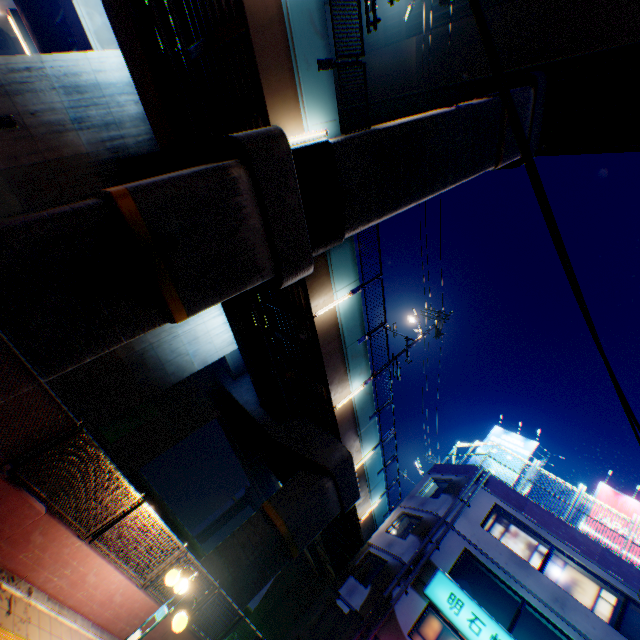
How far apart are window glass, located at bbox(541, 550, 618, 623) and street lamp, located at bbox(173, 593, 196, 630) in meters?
15.6 m

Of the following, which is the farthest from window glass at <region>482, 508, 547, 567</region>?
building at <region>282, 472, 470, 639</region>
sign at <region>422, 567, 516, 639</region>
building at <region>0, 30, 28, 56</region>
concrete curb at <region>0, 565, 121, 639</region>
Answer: building at <region>0, 30, 28, 56</region>

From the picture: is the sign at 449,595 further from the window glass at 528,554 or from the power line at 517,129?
the power line at 517,129

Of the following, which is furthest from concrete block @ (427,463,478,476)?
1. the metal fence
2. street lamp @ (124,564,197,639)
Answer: street lamp @ (124,564,197,639)

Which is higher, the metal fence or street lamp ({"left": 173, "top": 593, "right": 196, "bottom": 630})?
the metal fence

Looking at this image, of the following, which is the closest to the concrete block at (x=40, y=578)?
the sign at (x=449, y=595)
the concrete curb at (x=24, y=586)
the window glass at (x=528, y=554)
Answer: the concrete curb at (x=24, y=586)

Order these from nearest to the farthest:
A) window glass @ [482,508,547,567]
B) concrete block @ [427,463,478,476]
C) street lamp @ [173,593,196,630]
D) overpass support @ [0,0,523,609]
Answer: street lamp @ [173,593,196,630] → overpass support @ [0,0,523,609] → window glass @ [482,508,547,567] → concrete block @ [427,463,478,476]

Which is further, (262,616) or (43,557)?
(262,616)
